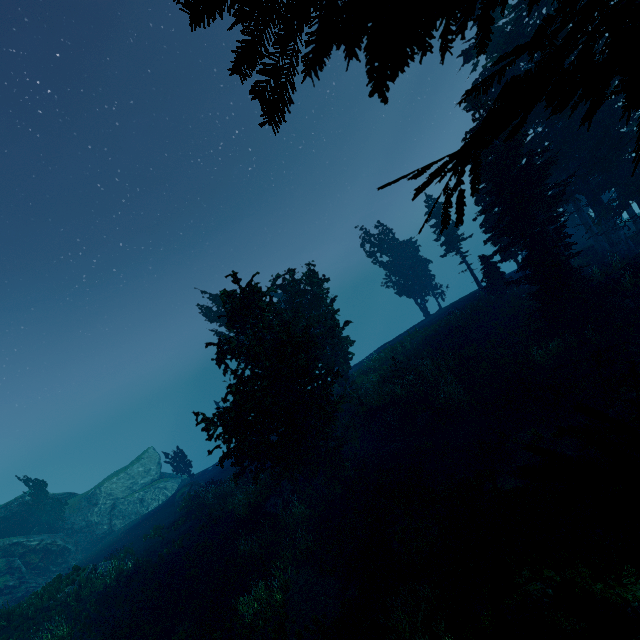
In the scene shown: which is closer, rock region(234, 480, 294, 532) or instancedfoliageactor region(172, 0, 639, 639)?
instancedfoliageactor region(172, 0, 639, 639)

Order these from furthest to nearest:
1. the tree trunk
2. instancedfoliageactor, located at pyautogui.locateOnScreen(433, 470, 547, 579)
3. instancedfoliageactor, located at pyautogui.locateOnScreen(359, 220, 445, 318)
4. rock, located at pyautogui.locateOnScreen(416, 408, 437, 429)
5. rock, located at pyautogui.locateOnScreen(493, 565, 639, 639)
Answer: instancedfoliageactor, located at pyautogui.locateOnScreen(359, 220, 445, 318), rock, located at pyautogui.locateOnScreen(416, 408, 437, 429), the tree trunk, instancedfoliageactor, located at pyautogui.locateOnScreen(433, 470, 547, 579), rock, located at pyautogui.locateOnScreen(493, 565, 639, 639)

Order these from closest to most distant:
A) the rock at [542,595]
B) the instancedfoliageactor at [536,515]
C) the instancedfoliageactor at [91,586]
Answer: the rock at [542,595], the instancedfoliageactor at [536,515], the instancedfoliageactor at [91,586]

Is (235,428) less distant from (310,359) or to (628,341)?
(310,359)

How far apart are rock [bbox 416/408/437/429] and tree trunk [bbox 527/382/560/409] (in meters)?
5.51

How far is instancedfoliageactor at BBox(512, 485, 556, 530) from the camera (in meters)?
10.71

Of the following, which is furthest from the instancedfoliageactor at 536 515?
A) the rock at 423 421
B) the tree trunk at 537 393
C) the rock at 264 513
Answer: the rock at 423 421

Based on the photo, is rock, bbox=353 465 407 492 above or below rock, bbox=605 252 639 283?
below
